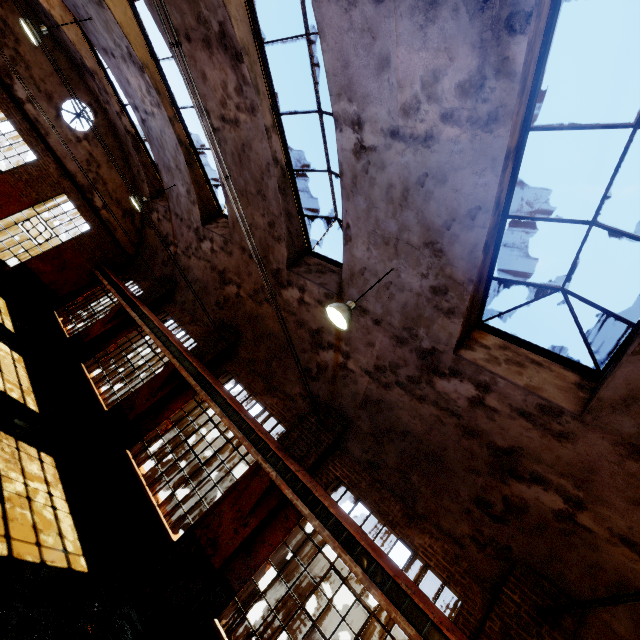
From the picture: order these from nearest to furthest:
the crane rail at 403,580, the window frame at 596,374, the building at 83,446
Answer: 1. the window frame at 596,374
2. the crane rail at 403,580
3. the building at 83,446

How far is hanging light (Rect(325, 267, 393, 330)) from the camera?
5.5 meters

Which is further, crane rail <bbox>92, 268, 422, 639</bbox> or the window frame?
crane rail <bbox>92, 268, 422, 639</bbox>

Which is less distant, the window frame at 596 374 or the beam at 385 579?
the window frame at 596 374

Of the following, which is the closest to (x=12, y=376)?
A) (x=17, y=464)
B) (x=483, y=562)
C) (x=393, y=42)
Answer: (x=17, y=464)

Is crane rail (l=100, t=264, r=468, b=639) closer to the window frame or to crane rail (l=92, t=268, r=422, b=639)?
crane rail (l=92, t=268, r=422, b=639)

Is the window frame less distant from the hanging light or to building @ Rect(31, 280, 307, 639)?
building @ Rect(31, 280, 307, 639)

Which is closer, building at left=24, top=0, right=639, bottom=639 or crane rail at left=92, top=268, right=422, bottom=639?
building at left=24, top=0, right=639, bottom=639
